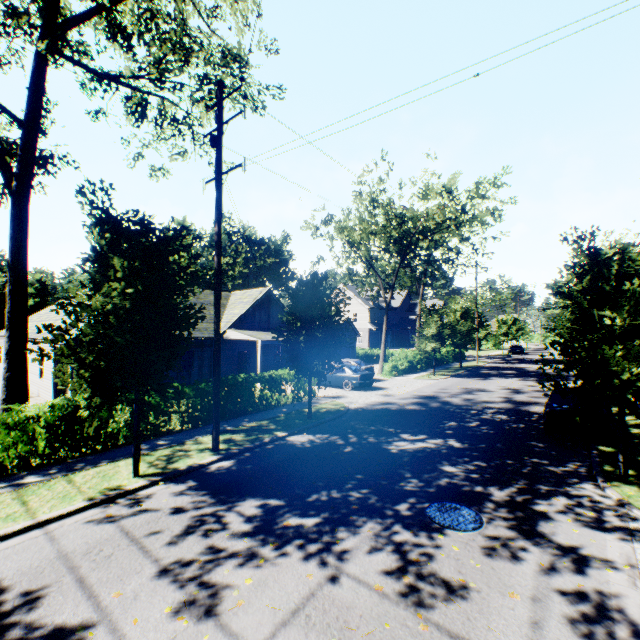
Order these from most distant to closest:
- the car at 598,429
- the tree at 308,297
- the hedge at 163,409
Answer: the tree at 308,297 < the hedge at 163,409 < the car at 598,429

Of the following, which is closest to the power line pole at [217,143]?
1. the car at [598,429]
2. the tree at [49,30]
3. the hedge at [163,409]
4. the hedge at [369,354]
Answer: the tree at [49,30]

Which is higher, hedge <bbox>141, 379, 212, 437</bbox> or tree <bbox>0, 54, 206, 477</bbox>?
tree <bbox>0, 54, 206, 477</bbox>

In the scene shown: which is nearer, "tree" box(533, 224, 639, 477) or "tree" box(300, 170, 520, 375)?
"tree" box(533, 224, 639, 477)

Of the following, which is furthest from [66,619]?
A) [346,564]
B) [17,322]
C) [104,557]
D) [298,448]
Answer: [17,322]

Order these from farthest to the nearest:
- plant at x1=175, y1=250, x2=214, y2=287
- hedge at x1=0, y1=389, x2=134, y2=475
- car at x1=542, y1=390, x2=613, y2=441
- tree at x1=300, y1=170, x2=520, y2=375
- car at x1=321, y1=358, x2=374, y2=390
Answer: plant at x1=175, y1=250, x2=214, y2=287
tree at x1=300, y1=170, x2=520, y2=375
car at x1=321, y1=358, x2=374, y2=390
car at x1=542, y1=390, x2=613, y2=441
hedge at x1=0, y1=389, x2=134, y2=475

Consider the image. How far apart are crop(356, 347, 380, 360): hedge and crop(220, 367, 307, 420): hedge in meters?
27.1 m

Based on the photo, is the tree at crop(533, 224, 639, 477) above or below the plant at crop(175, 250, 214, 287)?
below
